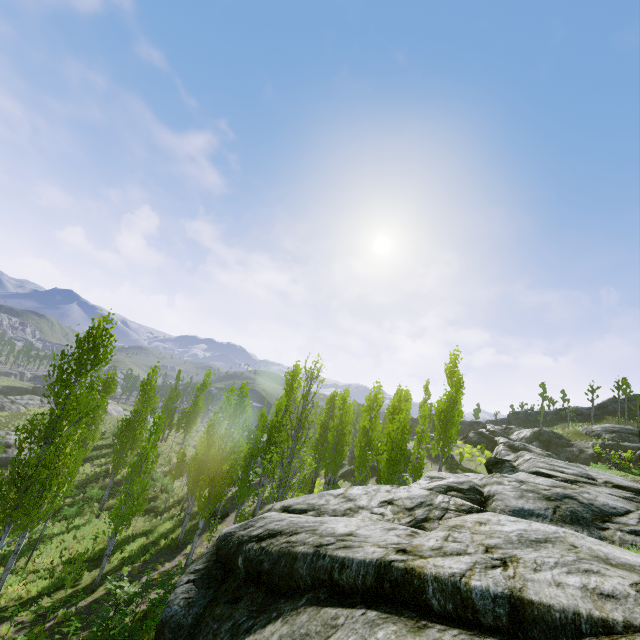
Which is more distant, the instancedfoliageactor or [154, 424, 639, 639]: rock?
the instancedfoliageactor

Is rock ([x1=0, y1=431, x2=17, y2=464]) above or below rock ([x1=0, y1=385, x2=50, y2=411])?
below

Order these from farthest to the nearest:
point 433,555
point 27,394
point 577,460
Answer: point 27,394
point 577,460
point 433,555

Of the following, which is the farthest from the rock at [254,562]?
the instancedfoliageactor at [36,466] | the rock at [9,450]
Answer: the rock at [9,450]

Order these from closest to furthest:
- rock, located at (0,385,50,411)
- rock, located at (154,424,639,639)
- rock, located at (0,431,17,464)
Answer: rock, located at (154,424,639,639), rock, located at (0,431,17,464), rock, located at (0,385,50,411)

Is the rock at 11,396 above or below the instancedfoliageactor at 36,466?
below

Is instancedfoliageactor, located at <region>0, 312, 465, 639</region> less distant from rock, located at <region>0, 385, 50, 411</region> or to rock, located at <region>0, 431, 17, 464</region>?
rock, located at <region>0, 385, 50, 411</region>
